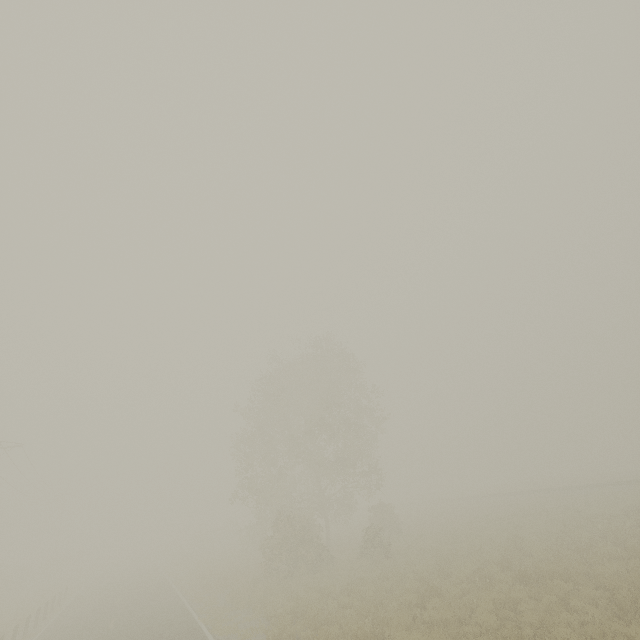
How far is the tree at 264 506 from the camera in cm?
2120

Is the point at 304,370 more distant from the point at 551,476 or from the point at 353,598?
the point at 551,476

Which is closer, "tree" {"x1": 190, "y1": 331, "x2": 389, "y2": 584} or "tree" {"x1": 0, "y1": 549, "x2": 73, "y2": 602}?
"tree" {"x1": 190, "y1": 331, "x2": 389, "y2": 584}

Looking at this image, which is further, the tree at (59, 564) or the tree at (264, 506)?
the tree at (59, 564)

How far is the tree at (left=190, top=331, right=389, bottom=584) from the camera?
21.20m
